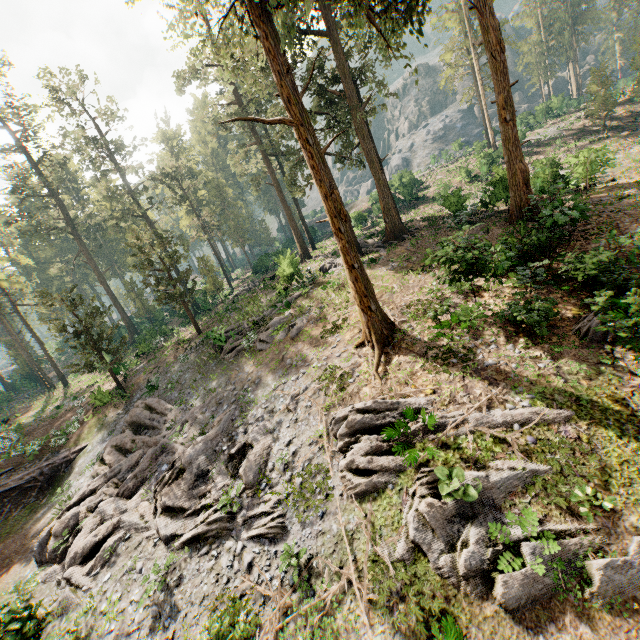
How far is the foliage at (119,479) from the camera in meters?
11.9

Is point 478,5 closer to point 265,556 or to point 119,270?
point 265,556

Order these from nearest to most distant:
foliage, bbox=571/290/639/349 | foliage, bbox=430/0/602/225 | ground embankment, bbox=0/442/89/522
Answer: foliage, bbox=571/290/639/349 < foliage, bbox=430/0/602/225 < ground embankment, bbox=0/442/89/522

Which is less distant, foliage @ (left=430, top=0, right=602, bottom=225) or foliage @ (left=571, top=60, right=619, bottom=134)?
foliage @ (left=430, top=0, right=602, bottom=225)

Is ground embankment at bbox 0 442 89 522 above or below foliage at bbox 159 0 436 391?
below

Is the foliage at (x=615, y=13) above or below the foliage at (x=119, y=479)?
above

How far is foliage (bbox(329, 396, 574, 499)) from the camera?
9.7 meters
